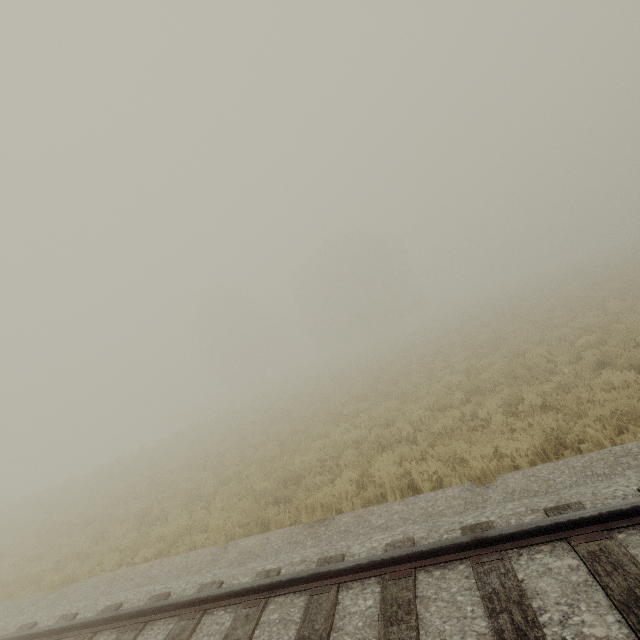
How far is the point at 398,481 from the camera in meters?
6.6
